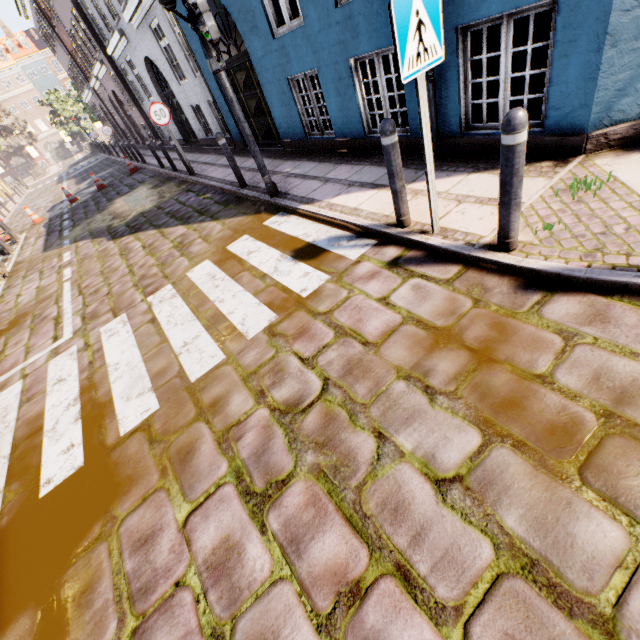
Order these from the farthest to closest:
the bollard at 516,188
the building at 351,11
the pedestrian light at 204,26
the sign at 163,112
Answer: the sign at 163,112 → the building at 351,11 → the pedestrian light at 204,26 → the bollard at 516,188

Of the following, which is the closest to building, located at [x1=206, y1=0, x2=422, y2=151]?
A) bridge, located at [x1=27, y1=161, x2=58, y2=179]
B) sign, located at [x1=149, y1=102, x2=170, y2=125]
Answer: sign, located at [x1=149, y1=102, x2=170, y2=125]

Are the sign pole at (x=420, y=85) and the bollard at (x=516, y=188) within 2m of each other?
yes

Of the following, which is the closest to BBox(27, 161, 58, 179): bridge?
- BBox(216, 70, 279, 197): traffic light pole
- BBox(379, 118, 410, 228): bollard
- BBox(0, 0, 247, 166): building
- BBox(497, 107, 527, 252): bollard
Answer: BBox(0, 0, 247, 166): building

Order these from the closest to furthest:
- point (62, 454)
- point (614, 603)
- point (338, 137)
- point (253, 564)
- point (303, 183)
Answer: point (614, 603) < point (253, 564) < point (62, 454) < point (303, 183) < point (338, 137)

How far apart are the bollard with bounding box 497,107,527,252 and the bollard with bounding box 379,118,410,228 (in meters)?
1.04

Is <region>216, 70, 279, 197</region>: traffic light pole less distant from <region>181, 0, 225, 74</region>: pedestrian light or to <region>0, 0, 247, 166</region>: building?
<region>181, 0, 225, 74</region>: pedestrian light

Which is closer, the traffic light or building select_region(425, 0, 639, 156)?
building select_region(425, 0, 639, 156)
